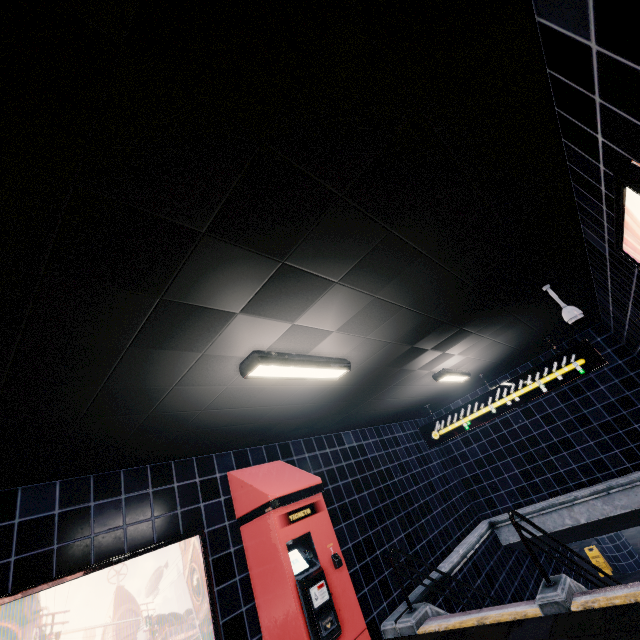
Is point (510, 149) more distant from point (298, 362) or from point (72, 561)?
point (72, 561)
